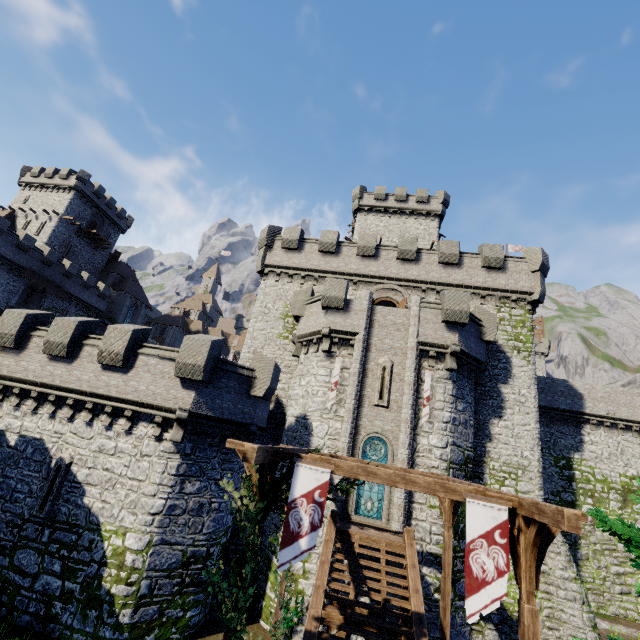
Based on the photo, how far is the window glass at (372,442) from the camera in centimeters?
1646cm

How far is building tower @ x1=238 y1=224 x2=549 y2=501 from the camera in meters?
18.9

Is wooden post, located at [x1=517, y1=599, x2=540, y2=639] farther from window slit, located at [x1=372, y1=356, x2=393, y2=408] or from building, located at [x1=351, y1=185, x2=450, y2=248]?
building, located at [x1=351, y1=185, x2=450, y2=248]

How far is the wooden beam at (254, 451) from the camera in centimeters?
627cm

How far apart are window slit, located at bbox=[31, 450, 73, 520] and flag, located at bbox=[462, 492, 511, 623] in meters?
15.5 m

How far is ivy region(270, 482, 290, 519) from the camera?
7.44m

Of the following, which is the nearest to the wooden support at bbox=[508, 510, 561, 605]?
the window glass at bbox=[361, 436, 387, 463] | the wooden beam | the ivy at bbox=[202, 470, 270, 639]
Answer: the ivy at bbox=[202, 470, 270, 639]

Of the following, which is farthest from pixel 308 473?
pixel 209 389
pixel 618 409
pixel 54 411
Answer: pixel 618 409
